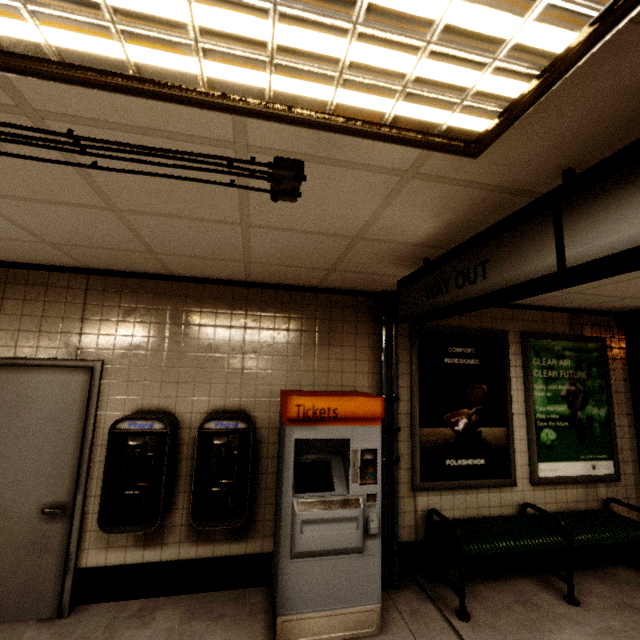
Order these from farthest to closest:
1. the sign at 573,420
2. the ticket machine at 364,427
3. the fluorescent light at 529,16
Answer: the sign at 573,420
the ticket machine at 364,427
the fluorescent light at 529,16

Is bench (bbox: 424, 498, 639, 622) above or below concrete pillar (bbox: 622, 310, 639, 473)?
below

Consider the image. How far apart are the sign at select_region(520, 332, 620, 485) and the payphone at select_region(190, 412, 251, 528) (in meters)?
3.21

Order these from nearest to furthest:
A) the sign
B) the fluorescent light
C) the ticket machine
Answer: the fluorescent light, the ticket machine, the sign

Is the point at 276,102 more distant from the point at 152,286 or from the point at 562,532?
the point at 562,532

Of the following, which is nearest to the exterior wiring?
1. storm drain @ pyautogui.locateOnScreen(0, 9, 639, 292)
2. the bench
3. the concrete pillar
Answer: storm drain @ pyautogui.locateOnScreen(0, 9, 639, 292)

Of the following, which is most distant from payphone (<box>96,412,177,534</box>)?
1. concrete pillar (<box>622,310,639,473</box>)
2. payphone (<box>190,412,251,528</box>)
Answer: concrete pillar (<box>622,310,639,473</box>)

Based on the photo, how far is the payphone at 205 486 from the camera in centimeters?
280cm
